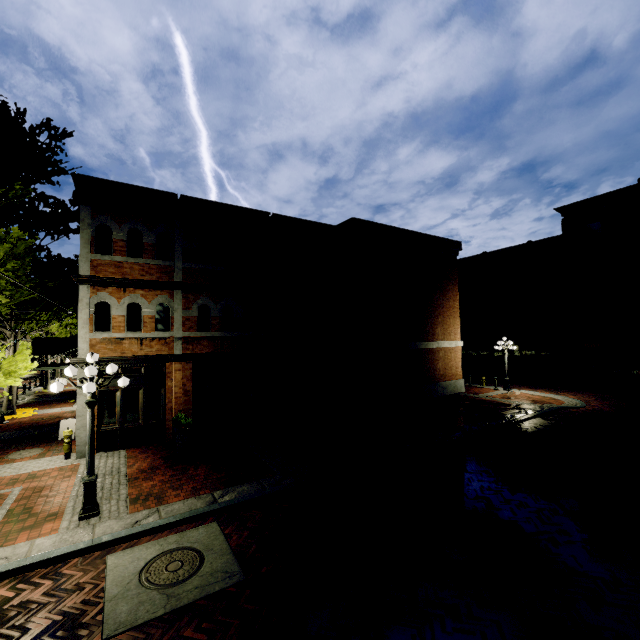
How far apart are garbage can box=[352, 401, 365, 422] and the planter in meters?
0.1 m

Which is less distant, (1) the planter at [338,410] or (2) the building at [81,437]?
(2) the building at [81,437]

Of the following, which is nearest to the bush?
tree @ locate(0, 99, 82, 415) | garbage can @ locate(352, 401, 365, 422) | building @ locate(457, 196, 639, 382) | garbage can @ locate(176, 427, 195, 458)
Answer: garbage can @ locate(176, 427, 195, 458)

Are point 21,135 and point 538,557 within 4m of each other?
no

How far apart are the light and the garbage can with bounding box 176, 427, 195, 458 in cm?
300

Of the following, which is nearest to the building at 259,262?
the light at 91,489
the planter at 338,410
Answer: the planter at 338,410

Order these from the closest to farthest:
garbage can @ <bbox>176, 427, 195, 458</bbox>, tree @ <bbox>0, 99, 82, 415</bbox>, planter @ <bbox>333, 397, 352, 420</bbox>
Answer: tree @ <bbox>0, 99, 82, 415</bbox> → garbage can @ <bbox>176, 427, 195, 458</bbox> → planter @ <bbox>333, 397, 352, 420</bbox>

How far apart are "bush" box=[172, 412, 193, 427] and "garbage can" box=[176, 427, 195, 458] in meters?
0.2
